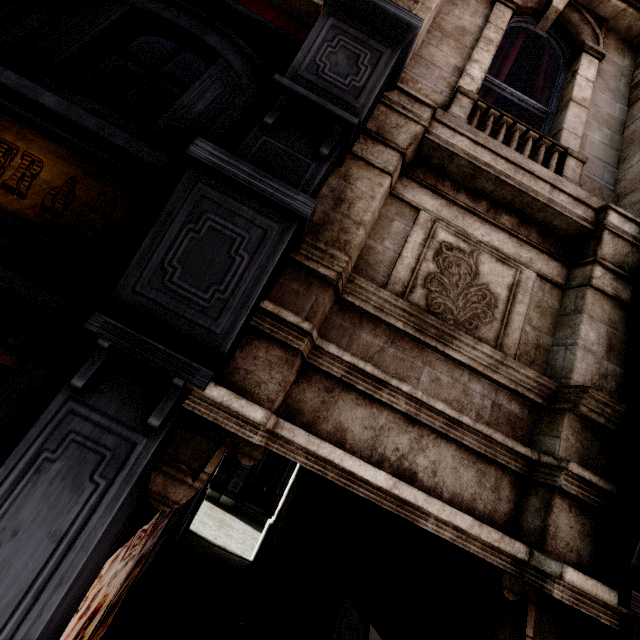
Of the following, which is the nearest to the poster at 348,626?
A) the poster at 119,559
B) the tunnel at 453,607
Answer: the tunnel at 453,607

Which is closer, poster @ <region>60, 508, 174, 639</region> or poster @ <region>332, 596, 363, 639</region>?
poster @ <region>60, 508, 174, 639</region>

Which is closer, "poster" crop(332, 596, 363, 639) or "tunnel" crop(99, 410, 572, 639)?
"tunnel" crop(99, 410, 572, 639)

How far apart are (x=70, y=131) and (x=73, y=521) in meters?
1.9 m

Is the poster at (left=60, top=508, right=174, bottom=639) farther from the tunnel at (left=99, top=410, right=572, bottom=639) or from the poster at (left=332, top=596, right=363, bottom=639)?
the poster at (left=332, top=596, right=363, bottom=639)

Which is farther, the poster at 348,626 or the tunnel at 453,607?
the poster at 348,626

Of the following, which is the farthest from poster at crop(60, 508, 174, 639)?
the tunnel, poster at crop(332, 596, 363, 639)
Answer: poster at crop(332, 596, 363, 639)
